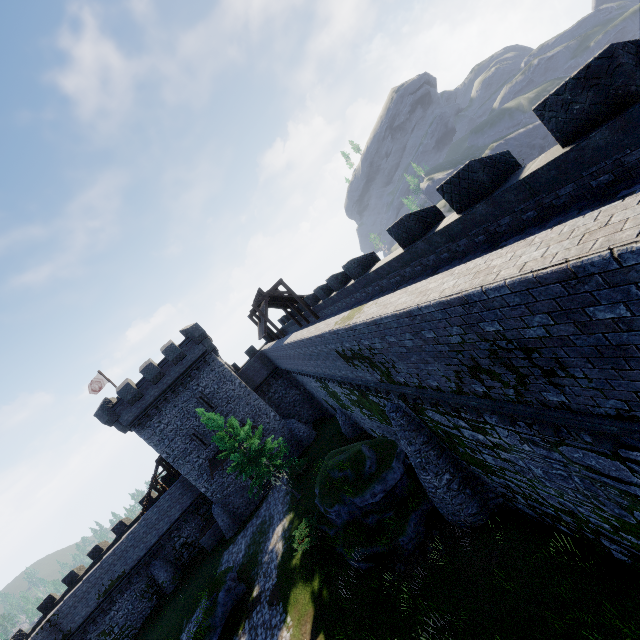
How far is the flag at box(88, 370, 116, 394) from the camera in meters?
34.3

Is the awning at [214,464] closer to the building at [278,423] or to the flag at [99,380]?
the building at [278,423]

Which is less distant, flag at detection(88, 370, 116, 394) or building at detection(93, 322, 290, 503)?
building at detection(93, 322, 290, 503)

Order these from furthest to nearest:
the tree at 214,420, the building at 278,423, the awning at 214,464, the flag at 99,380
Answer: the flag at 99,380, the awning at 214,464, the building at 278,423, the tree at 214,420

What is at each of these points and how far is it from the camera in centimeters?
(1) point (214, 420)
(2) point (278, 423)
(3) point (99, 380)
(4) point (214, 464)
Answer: (1) tree, 2412cm
(2) building, 3319cm
(3) flag, 3447cm
(4) awning, 3078cm

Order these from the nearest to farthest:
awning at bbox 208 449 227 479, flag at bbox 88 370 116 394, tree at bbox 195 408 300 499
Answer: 1. tree at bbox 195 408 300 499
2. awning at bbox 208 449 227 479
3. flag at bbox 88 370 116 394

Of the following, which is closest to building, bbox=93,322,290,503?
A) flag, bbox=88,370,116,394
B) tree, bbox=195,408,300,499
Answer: flag, bbox=88,370,116,394

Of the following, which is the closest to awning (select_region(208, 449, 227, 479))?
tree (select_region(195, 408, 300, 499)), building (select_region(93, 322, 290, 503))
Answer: building (select_region(93, 322, 290, 503))
